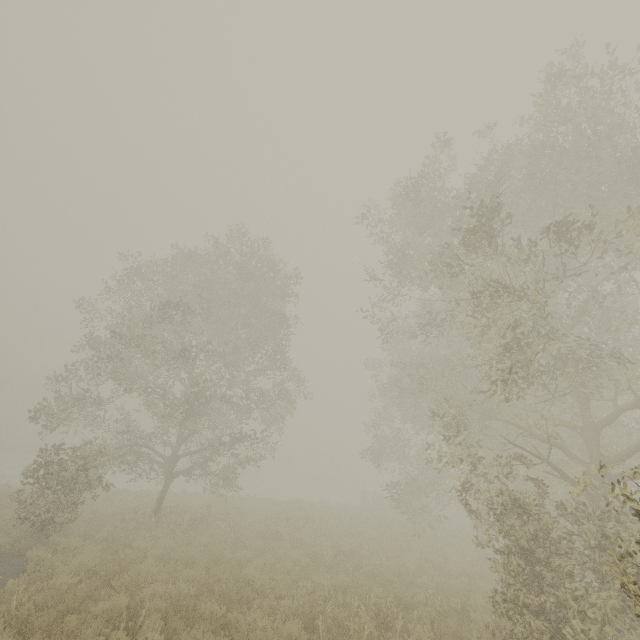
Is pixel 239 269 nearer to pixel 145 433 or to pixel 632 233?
pixel 145 433

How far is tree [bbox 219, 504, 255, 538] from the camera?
14.77m

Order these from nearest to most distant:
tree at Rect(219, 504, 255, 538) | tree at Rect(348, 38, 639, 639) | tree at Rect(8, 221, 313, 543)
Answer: tree at Rect(348, 38, 639, 639) < tree at Rect(8, 221, 313, 543) < tree at Rect(219, 504, 255, 538)

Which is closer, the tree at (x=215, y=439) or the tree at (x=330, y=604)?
the tree at (x=330, y=604)

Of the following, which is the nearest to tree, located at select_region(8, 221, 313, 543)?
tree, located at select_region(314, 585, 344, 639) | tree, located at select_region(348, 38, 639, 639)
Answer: tree, located at select_region(314, 585, 344, 639)

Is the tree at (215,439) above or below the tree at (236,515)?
above
